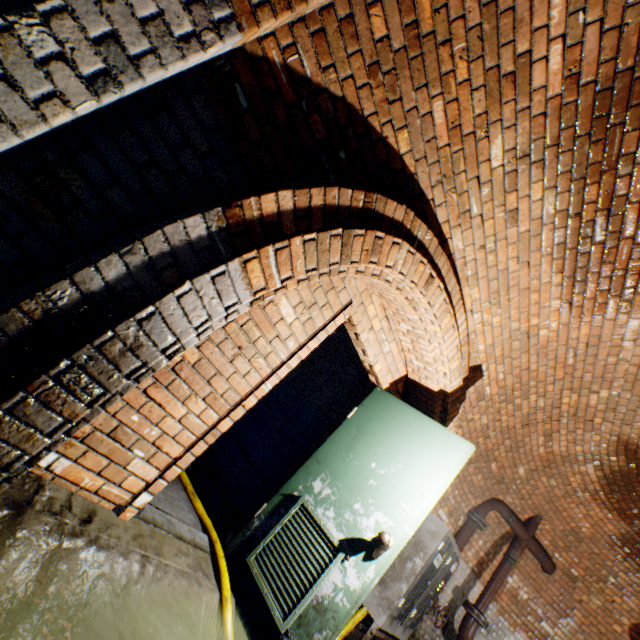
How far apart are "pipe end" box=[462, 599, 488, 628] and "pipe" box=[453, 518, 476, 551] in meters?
0.0

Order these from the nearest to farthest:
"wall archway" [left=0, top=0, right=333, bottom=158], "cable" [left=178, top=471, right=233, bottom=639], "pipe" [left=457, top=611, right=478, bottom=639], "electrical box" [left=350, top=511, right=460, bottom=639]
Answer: "wall archway" [left=0, top=0, right=333, bottom=158] → "cable" [left=178, top=471, right=233, bottom=639] → "electrical box" [left=350, top=511, right=460, bottom=639] → "pipe" [left=457, top=611, right=478, bottom=639]

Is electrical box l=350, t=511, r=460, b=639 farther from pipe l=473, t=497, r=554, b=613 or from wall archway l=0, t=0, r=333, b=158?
wall archway l=0, t=0, r=333, b=158

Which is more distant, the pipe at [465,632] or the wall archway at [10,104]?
the pipe at [465,632]

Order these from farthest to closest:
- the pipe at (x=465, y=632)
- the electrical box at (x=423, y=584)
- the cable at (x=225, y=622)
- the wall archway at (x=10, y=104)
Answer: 1. the pipe at (x=465, y=632)
2. the electrical box at (x=423, y=584)
3. the cable at (x=225, y=622)
4. the wall archway at (x=10, y=104)

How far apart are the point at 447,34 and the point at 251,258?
1.8 meters

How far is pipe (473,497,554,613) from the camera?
5.2 meters

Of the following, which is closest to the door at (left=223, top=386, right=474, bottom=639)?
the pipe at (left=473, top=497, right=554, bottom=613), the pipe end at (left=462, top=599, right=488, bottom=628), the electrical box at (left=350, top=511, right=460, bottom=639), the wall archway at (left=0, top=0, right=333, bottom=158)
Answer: the wall archway at (left=0, top=0, right=333, bottom=158)
